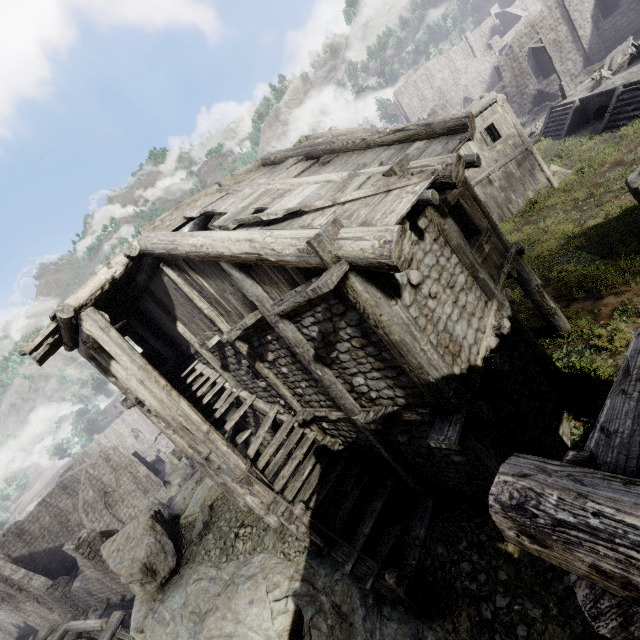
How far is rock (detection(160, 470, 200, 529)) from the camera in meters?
16.0 m

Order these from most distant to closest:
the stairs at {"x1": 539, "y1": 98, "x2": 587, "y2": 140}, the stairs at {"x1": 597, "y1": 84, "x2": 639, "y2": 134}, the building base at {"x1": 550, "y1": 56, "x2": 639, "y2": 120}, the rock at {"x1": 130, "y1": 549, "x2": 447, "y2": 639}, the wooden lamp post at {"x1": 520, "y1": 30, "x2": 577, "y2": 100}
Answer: the wooden lamp post at {"x1": 520, "y1": 30, "x2": 577, "y2": 100}, the stairs at {"x1": 539, "y1": 98, "x2": 587, "y2": 140}, the building base at {"x1": 550, "y1": 56, "x2": 639, "y2": 120}, the stairs at {"x1": 597, "y1": 84, "x2": 639, "y2": 134}, the rock at {"x1": 130, "y1": 549, "x2": 447, "y2": 639}

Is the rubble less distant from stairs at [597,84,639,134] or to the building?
the building

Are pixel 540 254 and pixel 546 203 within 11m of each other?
yes

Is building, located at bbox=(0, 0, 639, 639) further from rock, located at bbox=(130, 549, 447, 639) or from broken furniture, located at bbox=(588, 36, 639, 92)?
broken furniture, located at bbox=(588, 36, 639, 92)

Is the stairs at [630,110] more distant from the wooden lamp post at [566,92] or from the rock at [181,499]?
the rock at [181,499]

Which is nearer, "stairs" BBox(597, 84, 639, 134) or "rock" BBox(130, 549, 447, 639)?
"rock" BBox(130, 549, 447, 639)

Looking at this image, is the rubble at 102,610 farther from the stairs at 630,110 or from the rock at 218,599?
the stairs at 630,110
